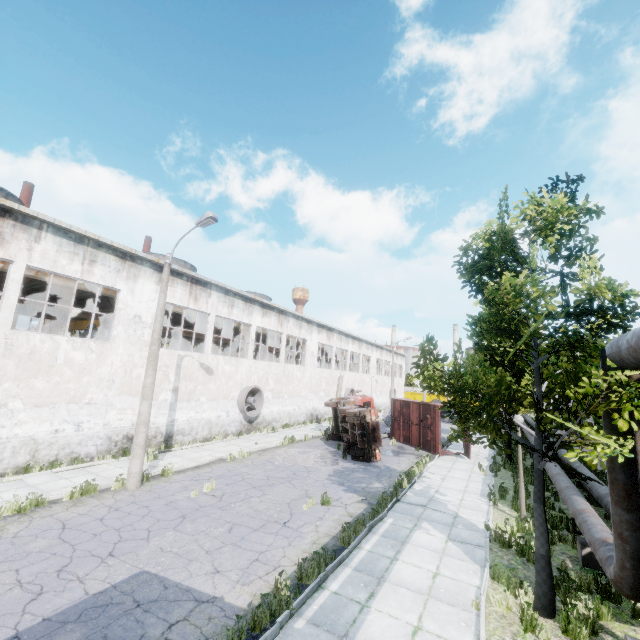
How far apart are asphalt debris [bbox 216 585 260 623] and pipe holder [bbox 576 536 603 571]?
7.9m

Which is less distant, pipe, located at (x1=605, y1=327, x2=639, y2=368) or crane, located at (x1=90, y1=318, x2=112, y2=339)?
pipe, located at (x1=605, y1=327, x2=639, y2=368)

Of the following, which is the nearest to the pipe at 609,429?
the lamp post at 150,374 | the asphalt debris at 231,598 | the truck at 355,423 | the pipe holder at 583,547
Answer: the pipe holder at 583,547

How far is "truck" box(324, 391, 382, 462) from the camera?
17.5m

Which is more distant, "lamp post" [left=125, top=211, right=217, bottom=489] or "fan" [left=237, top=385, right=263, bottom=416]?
"fan" [left=237, top=385, right=263, bottom=416]

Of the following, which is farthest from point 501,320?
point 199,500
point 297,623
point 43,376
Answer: point 43,376

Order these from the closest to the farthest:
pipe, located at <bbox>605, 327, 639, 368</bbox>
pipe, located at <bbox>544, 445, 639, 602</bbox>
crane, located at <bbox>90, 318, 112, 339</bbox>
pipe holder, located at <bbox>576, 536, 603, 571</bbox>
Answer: pipe, located at <bbox>605, 327, 639, 368</bbox> < pipe, located at <bbox>544, 445, 639, 602</bbox> < pipe holder, located at <bbox>576, 536, 603, 571</bbox> < crane, located at <bbox>90, 318, 112, 339</bbox>

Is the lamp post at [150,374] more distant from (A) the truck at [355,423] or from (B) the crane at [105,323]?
(A) the truck at [355,423]
